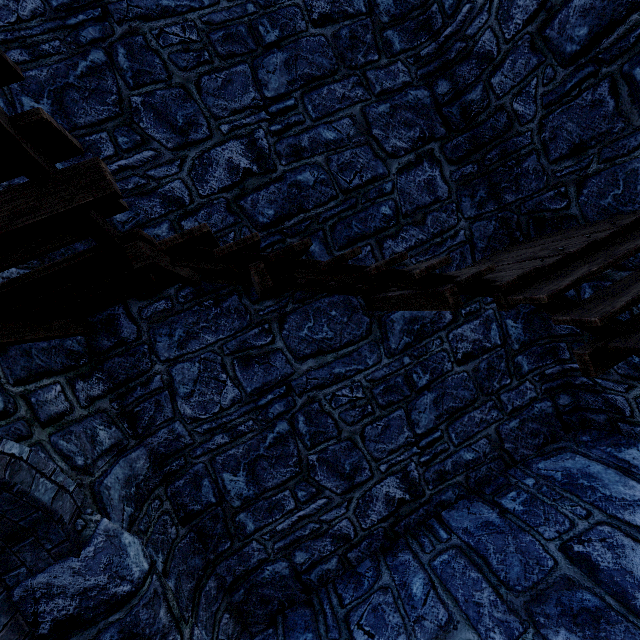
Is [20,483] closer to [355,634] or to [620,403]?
[355,634]
